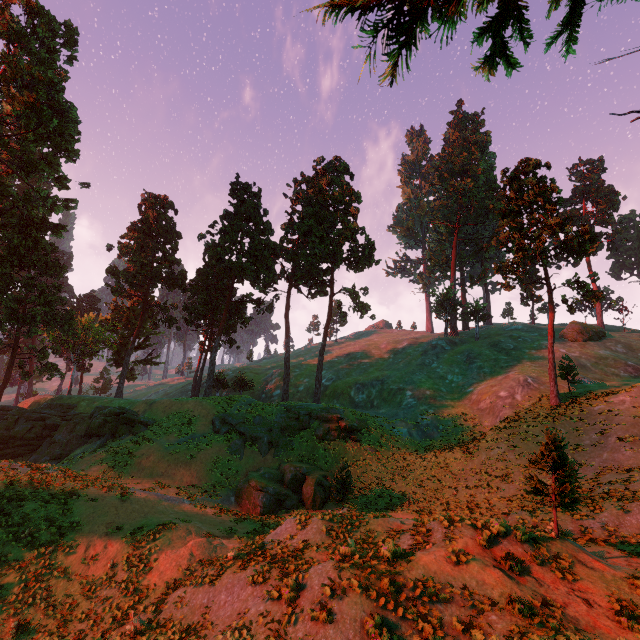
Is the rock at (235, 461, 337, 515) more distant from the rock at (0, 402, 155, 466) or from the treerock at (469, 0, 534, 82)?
the treerock at (469, 0, 534, 82)

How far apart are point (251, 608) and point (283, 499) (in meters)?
15.17

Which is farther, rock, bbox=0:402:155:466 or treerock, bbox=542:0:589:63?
rock, bbox=0:402:155:466

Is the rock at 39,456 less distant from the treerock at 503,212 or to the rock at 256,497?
the treerock at 503,212

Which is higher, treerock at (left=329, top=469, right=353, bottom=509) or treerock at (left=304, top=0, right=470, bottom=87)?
treerock at (left=304, top=0, right=470, bottom=87)

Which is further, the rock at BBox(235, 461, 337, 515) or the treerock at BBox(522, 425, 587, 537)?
the rock at BBox(235, 461, 337, 515)

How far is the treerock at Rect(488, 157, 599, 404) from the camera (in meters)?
28.12

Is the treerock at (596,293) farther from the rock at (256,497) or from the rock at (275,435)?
the rock at (256,497)
